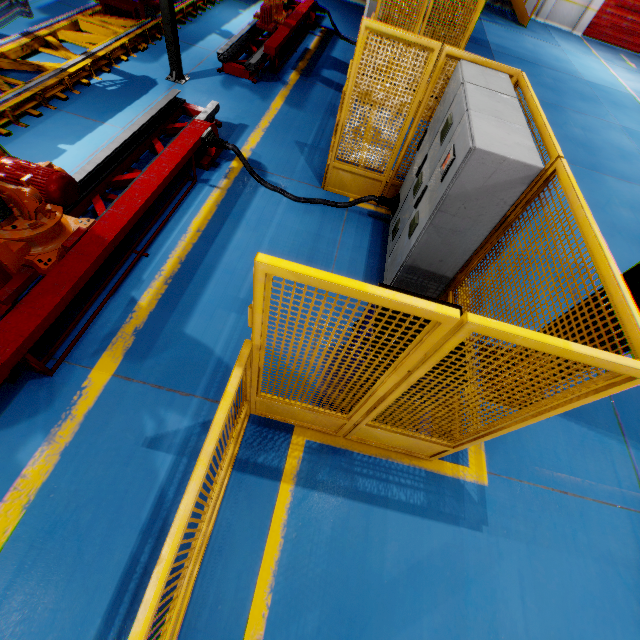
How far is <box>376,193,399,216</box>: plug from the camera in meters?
4.9 m

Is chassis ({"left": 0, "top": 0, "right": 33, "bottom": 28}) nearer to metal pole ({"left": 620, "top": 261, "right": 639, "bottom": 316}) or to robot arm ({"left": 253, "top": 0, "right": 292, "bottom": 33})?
robot arm ({"left": 253, "top": 0, "right": 292, "bottom": 33})

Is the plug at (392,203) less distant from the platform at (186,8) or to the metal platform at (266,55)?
the metal platform at (266,55)

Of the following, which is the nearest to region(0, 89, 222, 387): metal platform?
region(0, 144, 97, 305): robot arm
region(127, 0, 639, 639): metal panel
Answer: region(0, 144, 97, 305): robot arm

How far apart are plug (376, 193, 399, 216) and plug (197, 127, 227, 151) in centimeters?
252cm

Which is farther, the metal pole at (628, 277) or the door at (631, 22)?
the door at (631, 22)

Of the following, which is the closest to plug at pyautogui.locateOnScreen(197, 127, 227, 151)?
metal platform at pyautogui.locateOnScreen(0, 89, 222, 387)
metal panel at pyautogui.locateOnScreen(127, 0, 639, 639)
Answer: metal platform at pyautogui.locateOnScreen(0, 89, 222, 387)

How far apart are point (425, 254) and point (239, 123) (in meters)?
4.86
